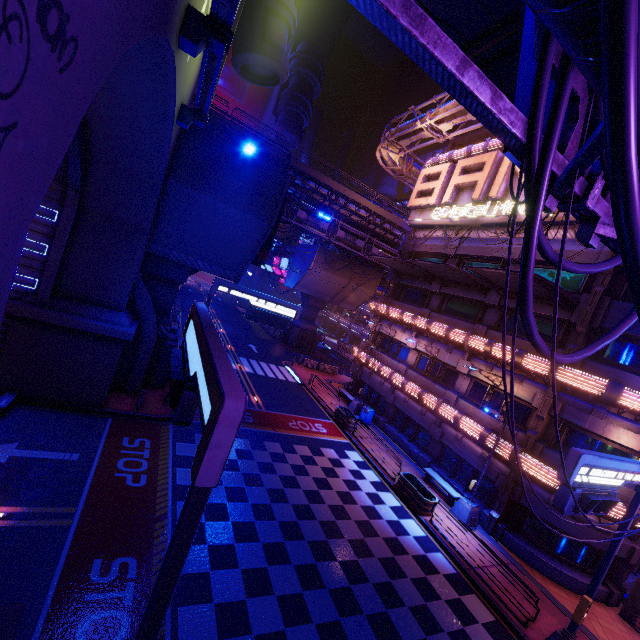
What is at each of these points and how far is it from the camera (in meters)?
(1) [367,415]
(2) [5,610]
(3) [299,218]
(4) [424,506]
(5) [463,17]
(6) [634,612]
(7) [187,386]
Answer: (1) trash can, 25.22
(2) wall arch, 3.64
(3) pipe, 33.59
(4) plant holder, 15.86
(5) awning, 7.43
(6) atm, 13.69
(7) sign, 5.38

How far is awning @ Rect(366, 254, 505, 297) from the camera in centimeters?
1733cm

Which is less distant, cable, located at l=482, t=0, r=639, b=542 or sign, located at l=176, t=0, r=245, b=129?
cable, located at l=482, t=0, r=639, b=542

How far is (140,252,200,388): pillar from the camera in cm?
1753

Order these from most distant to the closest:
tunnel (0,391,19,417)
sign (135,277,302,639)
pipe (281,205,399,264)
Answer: pipe (281,205,399,264) < tunnel (0,391,19,417) < sign (135,277,302,639)

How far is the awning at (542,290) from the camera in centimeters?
1454cm

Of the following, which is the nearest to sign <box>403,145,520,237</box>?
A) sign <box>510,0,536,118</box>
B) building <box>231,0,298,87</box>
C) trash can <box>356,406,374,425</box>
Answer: sign <box>510,0,536,118</box>

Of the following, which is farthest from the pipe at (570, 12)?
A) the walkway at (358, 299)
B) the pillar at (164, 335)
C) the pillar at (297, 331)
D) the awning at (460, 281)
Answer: the pillar at (297, 331)
